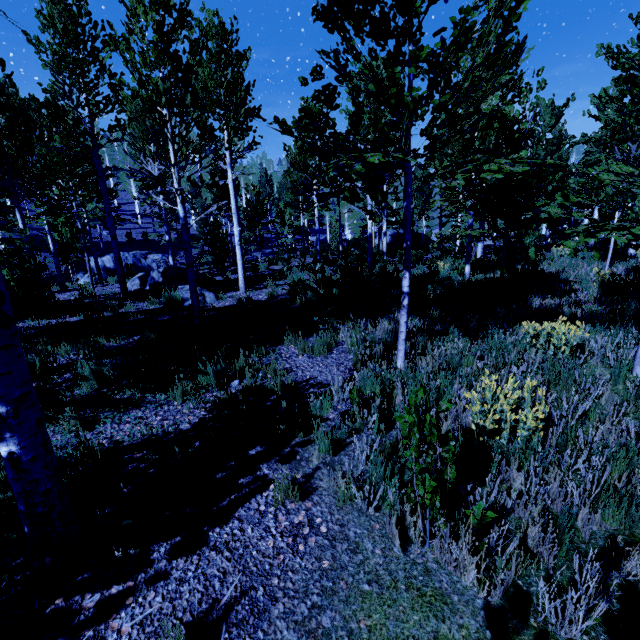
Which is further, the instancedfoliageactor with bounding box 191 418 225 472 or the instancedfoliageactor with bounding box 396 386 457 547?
the instancedfoliageactor with bounding box 191 418 225 472

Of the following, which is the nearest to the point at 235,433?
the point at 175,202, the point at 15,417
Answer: the point at 15,417

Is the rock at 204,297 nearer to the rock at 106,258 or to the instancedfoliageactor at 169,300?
the instancedfoliageactor at 169,300

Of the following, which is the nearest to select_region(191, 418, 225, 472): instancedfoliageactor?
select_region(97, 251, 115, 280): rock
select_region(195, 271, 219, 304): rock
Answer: select_region(195, 271, 219, 304): rock

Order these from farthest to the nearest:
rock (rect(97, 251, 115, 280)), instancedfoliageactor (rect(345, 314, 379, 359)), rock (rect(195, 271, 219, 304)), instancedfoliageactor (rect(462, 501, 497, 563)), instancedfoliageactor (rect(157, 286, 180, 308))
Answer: rock (rect(97, 251, 115, 280)) < rock (rect(195, 271, 219, 304)) < instancedfoliageactor (rect(157, 286, 180, 308)) < instancedfoliageactor (rect(345, 314, 379, 359)) < instancedfoliageactor (rect(462, 501, 497, 563))

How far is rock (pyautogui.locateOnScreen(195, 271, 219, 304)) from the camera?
9.7 meters

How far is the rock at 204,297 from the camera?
9.7 meters
